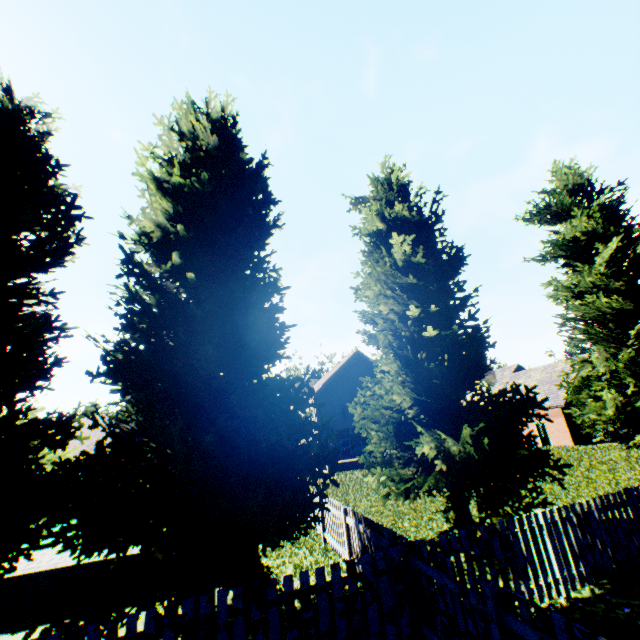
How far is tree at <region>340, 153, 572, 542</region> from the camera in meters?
7.7

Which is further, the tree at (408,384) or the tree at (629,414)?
the tree at (629,414)

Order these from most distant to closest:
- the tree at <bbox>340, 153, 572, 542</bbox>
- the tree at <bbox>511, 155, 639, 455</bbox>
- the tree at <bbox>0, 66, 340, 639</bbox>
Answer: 1. the tree at <bbox>511, 155, 639, 455</bbox>
2. the tree at <bbox>340, 153, 572, 542</bbox>
3. the tree at <bbox>0, 66, 340, 639</bbox>

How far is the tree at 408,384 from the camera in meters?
7.7

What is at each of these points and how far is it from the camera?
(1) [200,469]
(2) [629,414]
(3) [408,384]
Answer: (1) tree, 5.36m
(2) tree, 11.50m
(3) tree, 9.27m

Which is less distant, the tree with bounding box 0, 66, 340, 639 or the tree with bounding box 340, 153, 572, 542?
the tree with bounding box 0, 66, 340, 639
